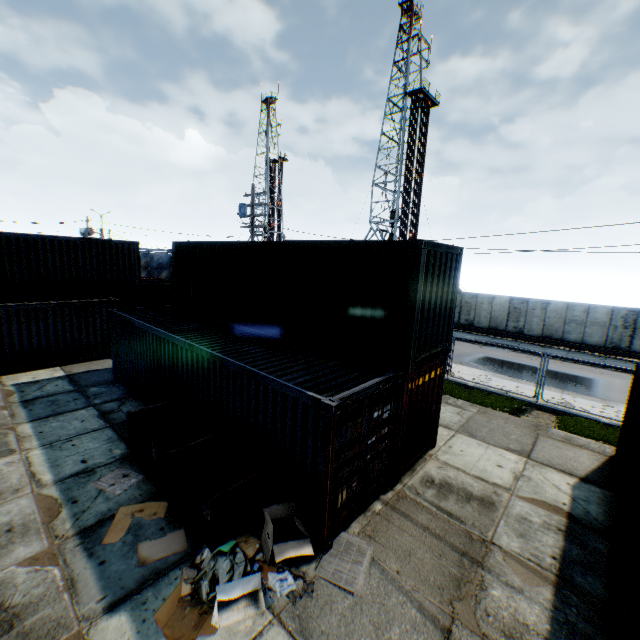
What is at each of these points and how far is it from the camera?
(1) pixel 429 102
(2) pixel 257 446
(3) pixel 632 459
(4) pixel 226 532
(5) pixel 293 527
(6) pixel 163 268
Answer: (1) landrig, 38.8 meters
(2) storage container, 7.3 meters
(3) storage container, 7.1 meters
(4) trash dumpster, 6.1 meters
(5) debris, 6.4 meters
(6) metal gate, 58.5 meters

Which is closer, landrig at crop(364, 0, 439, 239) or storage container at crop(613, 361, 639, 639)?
storage container at crop(613, 361, 639, 639)

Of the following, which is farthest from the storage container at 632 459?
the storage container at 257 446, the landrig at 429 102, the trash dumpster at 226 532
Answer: the landrig at 429 102

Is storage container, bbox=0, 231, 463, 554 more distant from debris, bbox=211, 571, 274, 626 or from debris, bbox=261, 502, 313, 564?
debris, bbox=211, 571, 274, 626

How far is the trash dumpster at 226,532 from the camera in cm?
599

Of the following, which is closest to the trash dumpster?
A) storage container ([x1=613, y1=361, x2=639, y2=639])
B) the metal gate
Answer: storage container ([x1=613, y1=361, x2=639, y2=639])

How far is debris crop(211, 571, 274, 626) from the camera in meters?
4.9 m

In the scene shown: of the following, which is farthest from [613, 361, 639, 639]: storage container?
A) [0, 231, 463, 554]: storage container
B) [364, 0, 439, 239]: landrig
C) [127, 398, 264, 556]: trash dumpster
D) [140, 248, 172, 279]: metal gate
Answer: [140, 248, 172, 279]: metal gate
